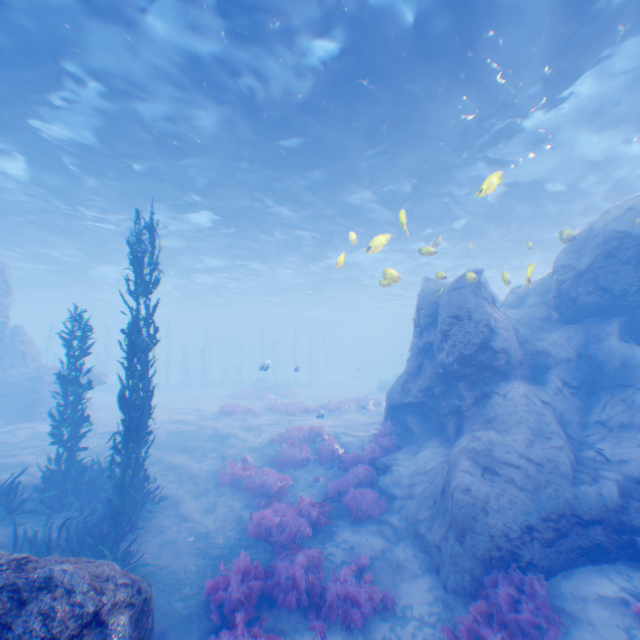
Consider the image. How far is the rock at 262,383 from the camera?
33.4m

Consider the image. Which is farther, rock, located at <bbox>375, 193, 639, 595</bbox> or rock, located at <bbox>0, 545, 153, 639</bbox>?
rock, located at <bbox>375, 193, 639, 595</bbox>

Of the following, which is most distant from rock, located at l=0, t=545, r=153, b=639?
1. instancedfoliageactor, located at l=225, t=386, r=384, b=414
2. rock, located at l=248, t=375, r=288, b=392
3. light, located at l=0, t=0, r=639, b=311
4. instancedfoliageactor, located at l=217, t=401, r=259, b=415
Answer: rock, located at l=248, t=375, r=288, b=392

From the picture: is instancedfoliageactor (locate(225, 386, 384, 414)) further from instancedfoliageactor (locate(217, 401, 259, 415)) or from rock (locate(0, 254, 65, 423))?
rock (locate(0, 254, 65, 423))

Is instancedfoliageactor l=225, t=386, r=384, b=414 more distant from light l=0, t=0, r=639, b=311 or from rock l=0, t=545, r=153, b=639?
light l=0, t=0, r=639, b=311

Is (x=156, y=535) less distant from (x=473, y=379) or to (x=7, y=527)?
(x=7, y=527)

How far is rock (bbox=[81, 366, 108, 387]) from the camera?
20.88m

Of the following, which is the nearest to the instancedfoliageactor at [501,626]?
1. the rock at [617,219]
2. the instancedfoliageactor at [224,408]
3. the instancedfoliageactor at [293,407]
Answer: the rock at [617,219]
